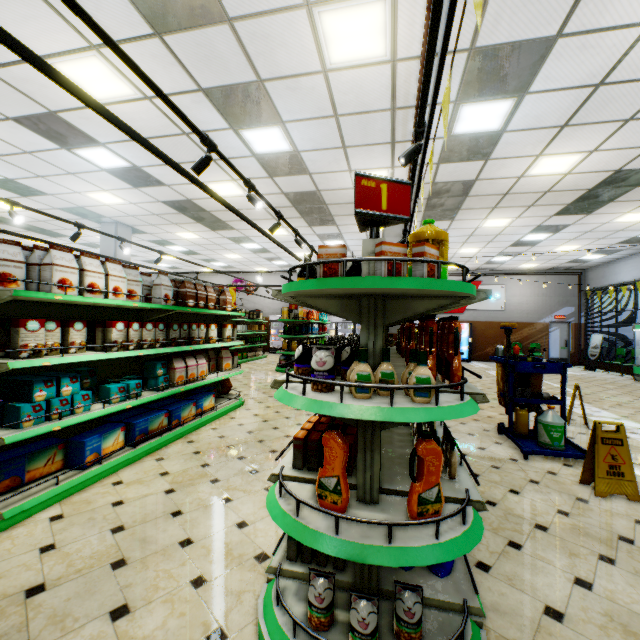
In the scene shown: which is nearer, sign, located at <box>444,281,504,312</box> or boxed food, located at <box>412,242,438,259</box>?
boxed food, located at <box>412,242,438,259</box>

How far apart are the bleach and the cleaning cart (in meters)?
0.02

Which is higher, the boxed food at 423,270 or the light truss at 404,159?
the light truss at 404,159

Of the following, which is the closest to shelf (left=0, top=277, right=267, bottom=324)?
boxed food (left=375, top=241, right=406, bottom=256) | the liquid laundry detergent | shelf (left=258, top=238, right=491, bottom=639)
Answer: shelf (left=258, top=238, right=491, bottom=639)

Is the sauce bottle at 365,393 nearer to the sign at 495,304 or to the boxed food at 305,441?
the boxed food at 305,441

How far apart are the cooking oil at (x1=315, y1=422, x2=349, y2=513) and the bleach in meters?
4.1 m

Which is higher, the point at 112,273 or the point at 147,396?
the point at 112,273

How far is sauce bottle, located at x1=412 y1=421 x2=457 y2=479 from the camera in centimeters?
202cm
